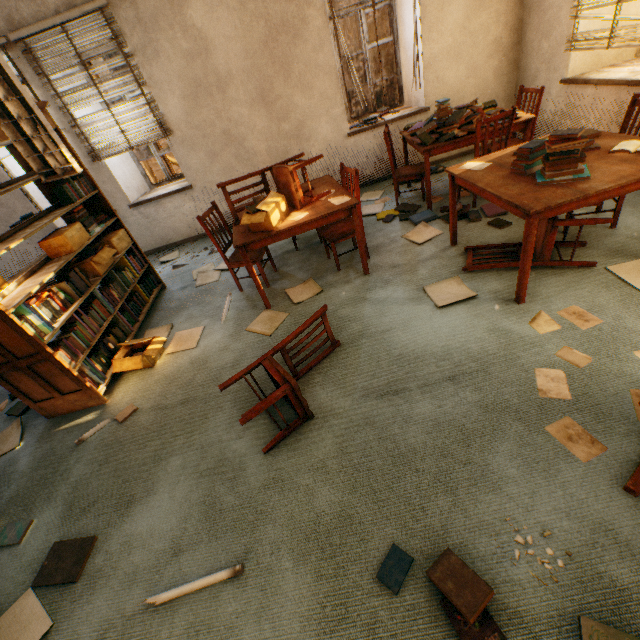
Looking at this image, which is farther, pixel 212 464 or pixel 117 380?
pixel 117 380

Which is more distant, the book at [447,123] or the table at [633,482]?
the book at [447,123]

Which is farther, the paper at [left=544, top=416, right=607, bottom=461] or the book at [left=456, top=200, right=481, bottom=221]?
the book at [left=456, top=200, right=481, bottom=221]

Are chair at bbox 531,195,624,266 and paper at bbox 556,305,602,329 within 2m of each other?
yes

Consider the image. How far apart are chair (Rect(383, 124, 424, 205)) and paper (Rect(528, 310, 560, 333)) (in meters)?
Result: 2.57

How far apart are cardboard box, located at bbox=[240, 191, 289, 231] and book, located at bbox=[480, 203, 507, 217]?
1.6m

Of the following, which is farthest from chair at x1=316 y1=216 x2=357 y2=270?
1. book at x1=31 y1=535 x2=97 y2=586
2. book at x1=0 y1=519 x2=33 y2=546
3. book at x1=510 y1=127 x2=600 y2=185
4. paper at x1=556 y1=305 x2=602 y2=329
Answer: book at x1=0 y1=519 x2=33 y2=546

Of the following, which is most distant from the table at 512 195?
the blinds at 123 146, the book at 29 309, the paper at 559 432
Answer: the blinds at 123 146
